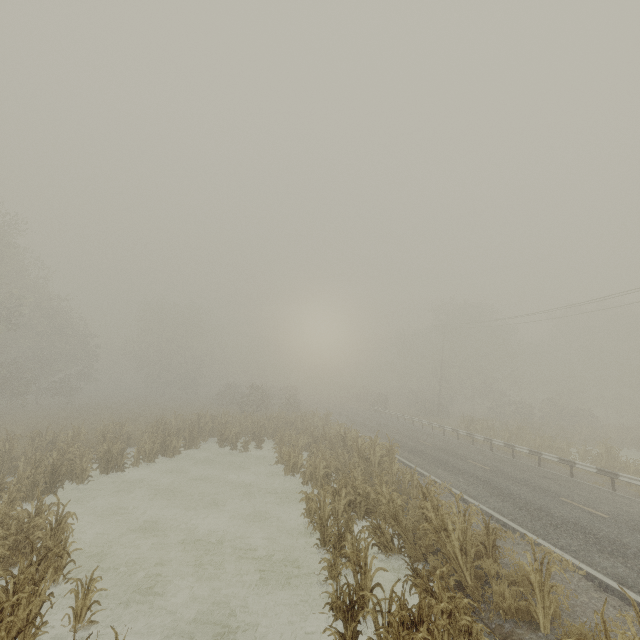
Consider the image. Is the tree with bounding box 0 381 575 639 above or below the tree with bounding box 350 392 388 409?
below

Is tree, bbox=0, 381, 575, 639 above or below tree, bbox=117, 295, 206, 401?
below

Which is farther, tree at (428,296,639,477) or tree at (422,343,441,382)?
tree at (422,343,441,382)

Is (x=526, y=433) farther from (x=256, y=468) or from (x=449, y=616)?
(x=449, y=616)

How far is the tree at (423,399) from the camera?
40.84m

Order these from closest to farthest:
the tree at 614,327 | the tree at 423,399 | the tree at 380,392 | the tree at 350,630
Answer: the tree at 350,630
the tree at 614,327
the tree at 423,399
the tree at 380,392
